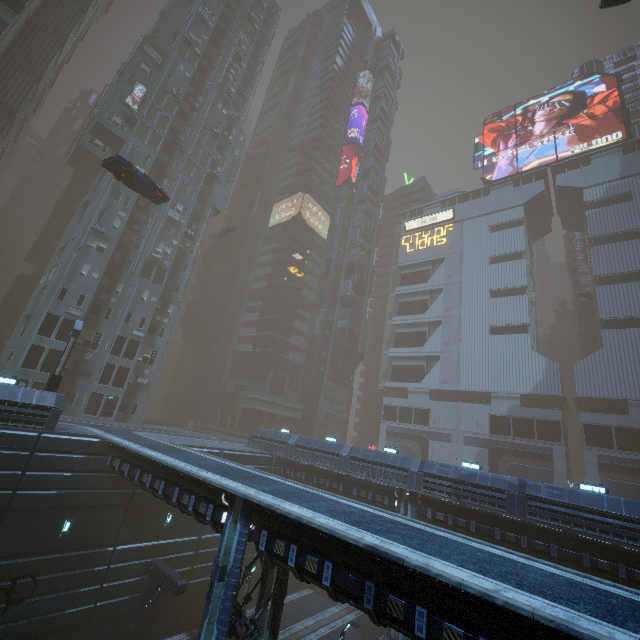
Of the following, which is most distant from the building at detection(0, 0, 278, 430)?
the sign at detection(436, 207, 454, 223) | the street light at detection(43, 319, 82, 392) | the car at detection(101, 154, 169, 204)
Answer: the car at detection(101, 154, 169, 204)

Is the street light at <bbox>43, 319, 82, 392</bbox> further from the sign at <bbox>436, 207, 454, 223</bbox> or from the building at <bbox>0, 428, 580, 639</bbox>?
the sign at <bbox>436, 207, 454, 223</bbox>

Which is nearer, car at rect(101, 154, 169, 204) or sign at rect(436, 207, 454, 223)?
car at rect(101, 154, 169, 204)

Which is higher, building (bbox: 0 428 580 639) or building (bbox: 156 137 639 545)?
building (bbox: 156 137 639 545)

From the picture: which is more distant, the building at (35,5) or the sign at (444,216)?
the sign at (444,216)

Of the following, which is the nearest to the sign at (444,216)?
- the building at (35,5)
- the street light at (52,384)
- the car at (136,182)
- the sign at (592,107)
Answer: the building at (35,5)

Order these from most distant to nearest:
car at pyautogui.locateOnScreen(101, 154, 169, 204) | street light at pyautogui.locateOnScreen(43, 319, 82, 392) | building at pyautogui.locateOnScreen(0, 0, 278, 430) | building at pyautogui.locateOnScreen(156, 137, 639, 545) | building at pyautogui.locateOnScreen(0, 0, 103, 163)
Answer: building at pyautogui.locateOnScreen(0, 0, 103, 163)
building at pyautogui.locateOnScreen(0, 0, 278, 430)
building at pyautogui.locateOnScreen(156, 137, 639, 545)
car at pyautogui.locateOnScreen(101, 154, 169, 204)
street light at pyautogui.locateOnScreen(43, 319, 82, 392)

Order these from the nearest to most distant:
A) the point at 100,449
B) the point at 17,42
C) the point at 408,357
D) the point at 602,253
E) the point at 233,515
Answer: the point at 233,515, the point at 100,449, the point at 17,42, the point at 602,253, the point at 408,357
